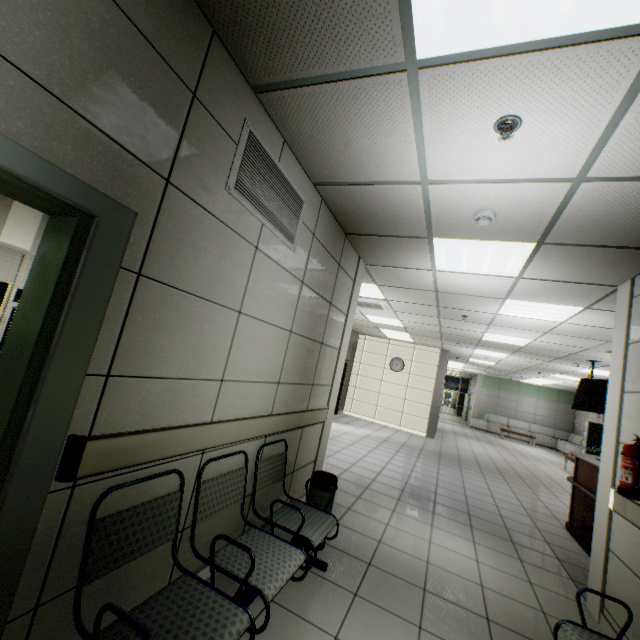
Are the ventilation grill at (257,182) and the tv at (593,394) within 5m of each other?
no

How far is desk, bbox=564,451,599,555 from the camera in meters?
4.5 m

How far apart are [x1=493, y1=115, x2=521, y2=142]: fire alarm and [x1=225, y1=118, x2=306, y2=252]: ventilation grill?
1.4m

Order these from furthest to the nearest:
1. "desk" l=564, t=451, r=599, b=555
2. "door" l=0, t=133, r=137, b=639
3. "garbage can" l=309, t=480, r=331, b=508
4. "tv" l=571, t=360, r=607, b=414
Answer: "tv" l=571, t=360, r=607, b=414, "desk" l=564, t=451, r=599, b=555, "garbage can" l=309, t=480, r=331, b=508, "door" l=0, t=133, r=137, b=639

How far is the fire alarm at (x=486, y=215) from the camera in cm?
271

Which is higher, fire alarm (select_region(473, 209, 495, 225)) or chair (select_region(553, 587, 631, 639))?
fire alarm (select_region(473, 209, 495, 225))

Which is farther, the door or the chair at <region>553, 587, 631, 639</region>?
the chair at <region>553, 587, 631, 639</region>

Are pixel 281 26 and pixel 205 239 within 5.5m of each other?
yes
